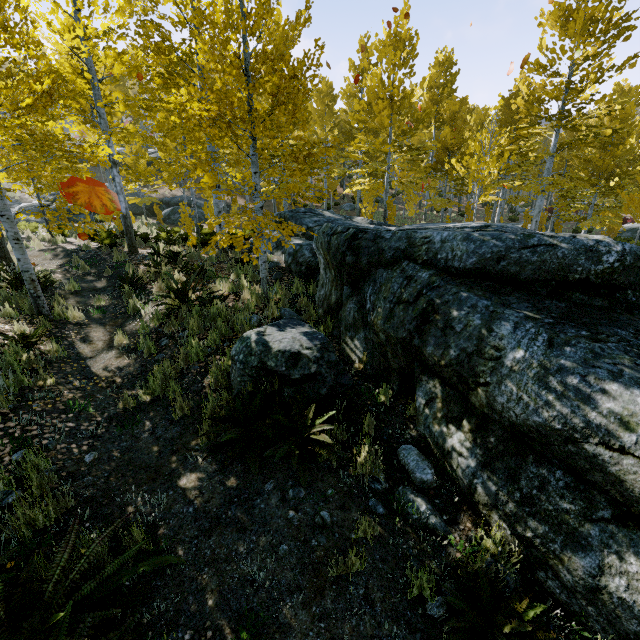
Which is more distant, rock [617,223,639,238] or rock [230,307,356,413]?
rock [617,223,639,238]

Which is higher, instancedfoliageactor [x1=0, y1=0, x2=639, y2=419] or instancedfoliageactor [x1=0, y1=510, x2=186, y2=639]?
instancedfoliageactor [x1=0, y1=0, x2=639, y2=419]

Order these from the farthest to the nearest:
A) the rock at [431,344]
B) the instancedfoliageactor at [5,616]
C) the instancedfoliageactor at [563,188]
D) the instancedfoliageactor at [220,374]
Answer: the instancedfoliageactor at [563,188]
the instancedfoliageactor at [220,374]
the rock at [431,344]
the instancedfoliageactor at [5,616]

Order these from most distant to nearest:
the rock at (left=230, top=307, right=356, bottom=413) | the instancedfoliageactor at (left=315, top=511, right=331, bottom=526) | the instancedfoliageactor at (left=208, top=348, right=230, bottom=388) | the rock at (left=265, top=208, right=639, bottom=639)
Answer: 1. the instancedfoliageactor at (left=208, top=348, right=230, bottom=388)
2. the rock at (left=230, top=307, right=356, bottom=413)
3. the instancedfoliageactor at (left=315, top=511, right=331, bottom=526)
4. the rock at (left=265, top=208, right=639, bottom=639)

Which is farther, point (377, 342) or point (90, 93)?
point (90, 93)

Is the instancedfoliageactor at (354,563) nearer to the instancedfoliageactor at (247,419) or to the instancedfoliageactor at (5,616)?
the instancedfoliageactor at (5,616)

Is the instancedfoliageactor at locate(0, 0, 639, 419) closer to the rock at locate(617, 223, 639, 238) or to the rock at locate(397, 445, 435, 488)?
the rock at locate(397, 445, 435, 488)

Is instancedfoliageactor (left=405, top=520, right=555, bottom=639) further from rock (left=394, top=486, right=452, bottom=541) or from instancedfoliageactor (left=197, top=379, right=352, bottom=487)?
instancedfoliageactor (left=197, top=379, right=352, bottom=487)
